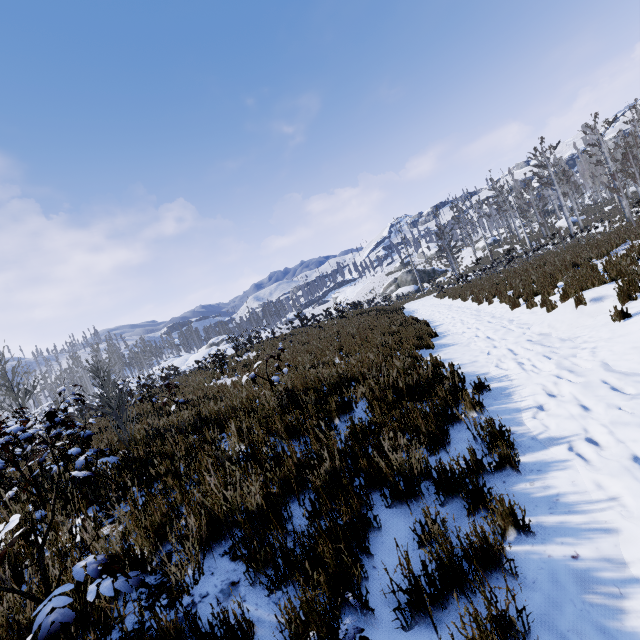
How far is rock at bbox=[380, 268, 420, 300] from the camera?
44.6 meters

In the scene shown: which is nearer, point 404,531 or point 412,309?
point 404,531

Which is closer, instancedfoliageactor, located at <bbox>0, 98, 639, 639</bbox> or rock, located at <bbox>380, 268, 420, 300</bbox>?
instancedfoliageactor, located at <bbox>0, 98, 639, 639</bbox>

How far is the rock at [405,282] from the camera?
44.62m

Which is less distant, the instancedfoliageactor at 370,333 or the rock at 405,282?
the instancedfoliageactor at 370,333
